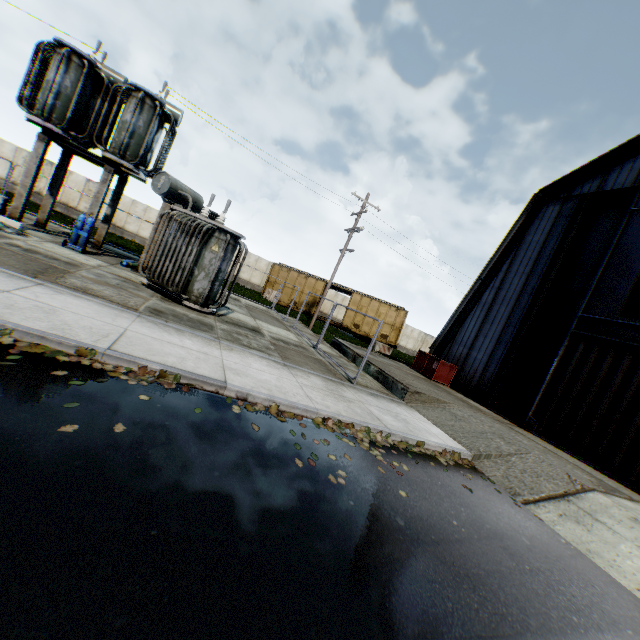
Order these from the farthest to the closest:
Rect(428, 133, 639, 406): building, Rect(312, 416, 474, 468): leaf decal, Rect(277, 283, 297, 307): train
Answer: Rect(277, 283, 297, 307): train, Rect(428, 133, 639, 406): building, Rect(312, 416, 474, 468): leaf decal

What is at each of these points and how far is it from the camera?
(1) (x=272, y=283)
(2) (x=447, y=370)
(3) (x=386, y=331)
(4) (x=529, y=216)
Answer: (1) train, 28.94m
(2) trash dumpster, 16.31m
(3) train, 28.28m
(4) building, 16.55m

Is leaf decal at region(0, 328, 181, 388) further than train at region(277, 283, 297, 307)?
No

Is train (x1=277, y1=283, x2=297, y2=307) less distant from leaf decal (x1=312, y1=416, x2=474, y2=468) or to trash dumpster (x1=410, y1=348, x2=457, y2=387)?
trash dumpster (x1=410, y1=348, x2=457, y2=387)

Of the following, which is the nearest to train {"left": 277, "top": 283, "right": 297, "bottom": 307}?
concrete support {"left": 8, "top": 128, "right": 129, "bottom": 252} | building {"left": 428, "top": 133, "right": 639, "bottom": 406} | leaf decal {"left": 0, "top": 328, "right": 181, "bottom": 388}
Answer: building {"left": 428, "top": 133, "right": 639, "bottom": 406}

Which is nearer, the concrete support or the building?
the concrete support

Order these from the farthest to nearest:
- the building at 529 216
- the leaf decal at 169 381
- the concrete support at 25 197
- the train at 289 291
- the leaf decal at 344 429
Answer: the train at 289 291
the building at 529 216
the concrete support at 25 197
the leaf decal at 344 429
the leaf decal at 169 381

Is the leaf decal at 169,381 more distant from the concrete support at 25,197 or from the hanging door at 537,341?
the hanging door at 537,341
